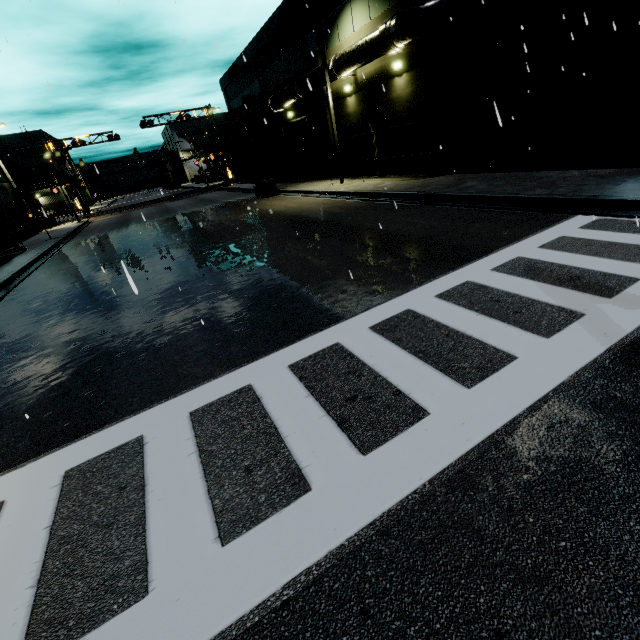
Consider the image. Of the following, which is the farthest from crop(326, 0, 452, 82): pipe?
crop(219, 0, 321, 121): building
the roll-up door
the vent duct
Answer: the vent duct

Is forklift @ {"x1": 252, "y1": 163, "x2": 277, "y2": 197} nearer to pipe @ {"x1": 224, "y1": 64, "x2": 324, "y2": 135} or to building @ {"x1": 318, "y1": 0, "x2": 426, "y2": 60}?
pipe @ {"x1": 224, "y1": 64, "x2": 324, "y2": 135}

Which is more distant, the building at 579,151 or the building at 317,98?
the building at 317,98

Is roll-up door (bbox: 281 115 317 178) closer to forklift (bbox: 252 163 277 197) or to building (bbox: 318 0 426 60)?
building (bbox: 318 0 426 60)

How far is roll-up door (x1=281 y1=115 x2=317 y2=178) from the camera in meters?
25.8 m

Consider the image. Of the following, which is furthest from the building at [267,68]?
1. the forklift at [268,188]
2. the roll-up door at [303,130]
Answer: the forklift at [268,188]

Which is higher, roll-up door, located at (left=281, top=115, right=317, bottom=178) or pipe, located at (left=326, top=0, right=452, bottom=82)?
pipe, located at (left=326, top=0, right=452, bottom=82)

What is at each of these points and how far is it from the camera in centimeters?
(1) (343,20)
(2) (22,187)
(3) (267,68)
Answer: (1) building, 1766cm
(2) vent duct, 3114cm
(3) building, 2683cm
